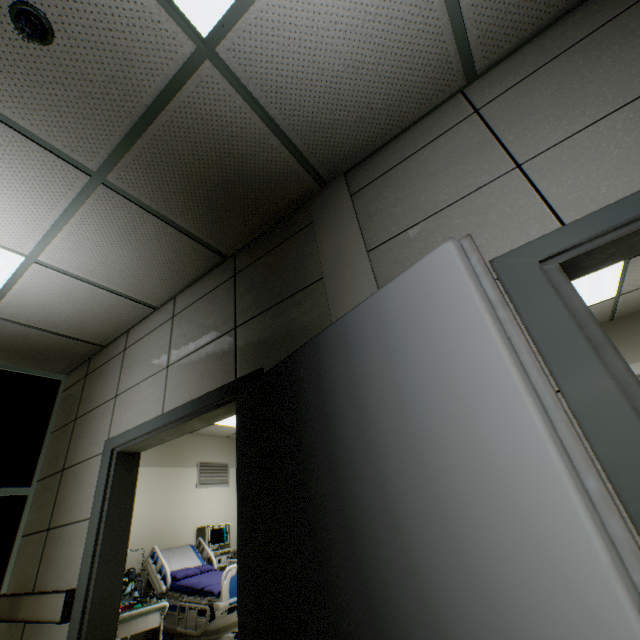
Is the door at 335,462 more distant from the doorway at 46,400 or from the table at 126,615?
the doorway at 46,400

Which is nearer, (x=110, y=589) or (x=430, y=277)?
(x=430, y=277)

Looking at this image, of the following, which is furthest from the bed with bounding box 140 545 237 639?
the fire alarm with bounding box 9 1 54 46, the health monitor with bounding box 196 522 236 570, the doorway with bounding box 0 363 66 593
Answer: the fire alarm with bounding box 9 1 54 46

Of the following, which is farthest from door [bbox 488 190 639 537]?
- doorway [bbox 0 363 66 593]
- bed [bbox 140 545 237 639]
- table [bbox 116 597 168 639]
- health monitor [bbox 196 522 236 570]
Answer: health monitor [bbox 196 522 236 570]

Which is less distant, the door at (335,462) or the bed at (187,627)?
the door at (335,462)

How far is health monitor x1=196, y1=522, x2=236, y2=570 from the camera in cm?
586

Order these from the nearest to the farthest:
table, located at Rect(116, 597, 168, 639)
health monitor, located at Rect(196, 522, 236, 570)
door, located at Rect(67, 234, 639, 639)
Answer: door, located at Rect(67, 234, 639, 639) < table, located at Rect(116, 597, 168, 639) < health monitor, located at Rect(196, 522, 236, 570)

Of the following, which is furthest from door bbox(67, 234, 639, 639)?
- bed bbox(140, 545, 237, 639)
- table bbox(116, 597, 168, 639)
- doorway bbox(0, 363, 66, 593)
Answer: bed bbox(140, 545, 237, 639)
